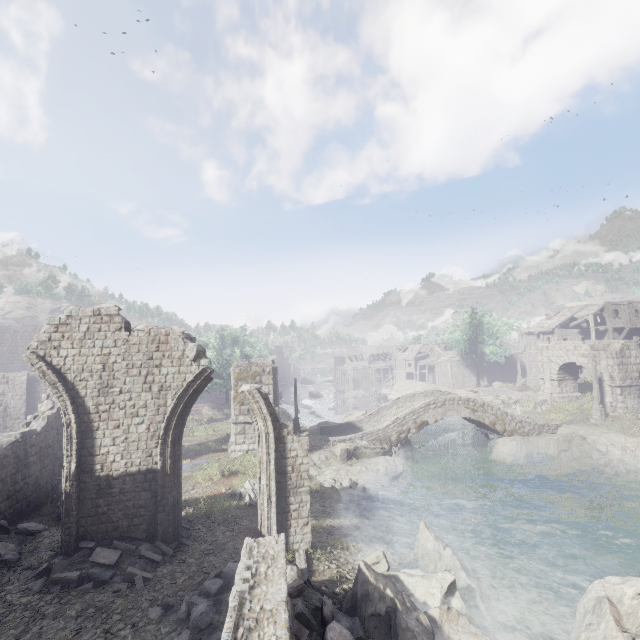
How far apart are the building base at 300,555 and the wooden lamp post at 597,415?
27.9 meters

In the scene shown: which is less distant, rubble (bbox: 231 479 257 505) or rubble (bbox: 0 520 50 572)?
rubble (bbox: 0 520 50 572)

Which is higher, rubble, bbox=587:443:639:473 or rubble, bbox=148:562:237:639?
rubble, bbox=148:562:237:639

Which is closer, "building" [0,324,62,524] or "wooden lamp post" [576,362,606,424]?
"building" [0,324,62,524]

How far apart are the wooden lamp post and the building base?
27.9 meters

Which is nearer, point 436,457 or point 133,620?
point 133,620

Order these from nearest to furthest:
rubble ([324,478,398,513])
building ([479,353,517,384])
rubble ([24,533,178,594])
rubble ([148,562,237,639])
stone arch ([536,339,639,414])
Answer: rubble ([148,562,237,639]) → rubble ([24,533,178,594]) → rubble ([324,478,398,513]) → stone arch ([536,339,639,414]) → building ([479,353,517,384])

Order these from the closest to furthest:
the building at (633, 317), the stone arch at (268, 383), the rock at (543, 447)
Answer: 1. the stone arch at (268, 383)
2. the rock at (543, 447)
3. the building at (633, 317)
